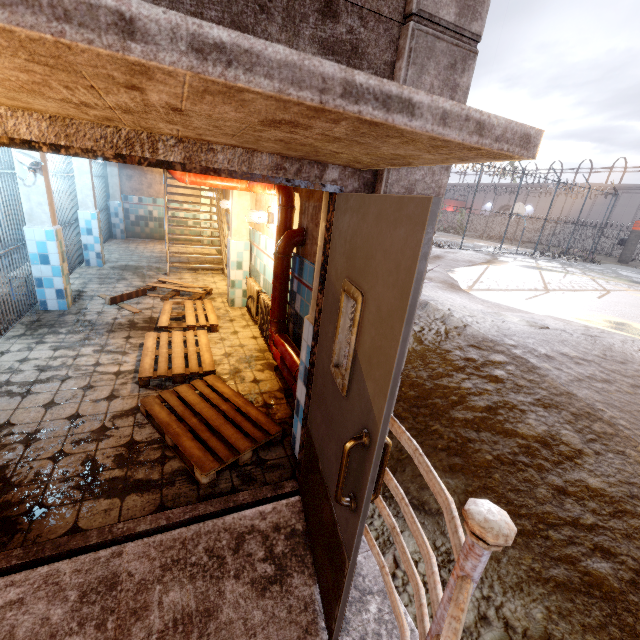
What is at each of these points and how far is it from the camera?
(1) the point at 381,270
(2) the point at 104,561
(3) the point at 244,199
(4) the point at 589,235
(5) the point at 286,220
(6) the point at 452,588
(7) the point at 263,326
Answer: (1) door, 1.19m
(2) stair, 1.90m
(3) column, 5.64m
(4) fence, 37.34m
(5) pipe, 3.67m
(6) railing, 0.99m
(7) radiator, 4.88m

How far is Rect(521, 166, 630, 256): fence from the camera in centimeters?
2578cm

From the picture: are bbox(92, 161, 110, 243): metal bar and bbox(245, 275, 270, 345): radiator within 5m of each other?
yes

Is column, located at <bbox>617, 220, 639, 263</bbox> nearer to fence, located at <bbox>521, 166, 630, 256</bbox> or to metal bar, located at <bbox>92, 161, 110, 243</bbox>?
fence, located at <bbox>521, 166, 630, 256</bbox>

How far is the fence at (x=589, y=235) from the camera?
25.8m

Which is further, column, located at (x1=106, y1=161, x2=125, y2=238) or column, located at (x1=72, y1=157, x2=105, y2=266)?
column, located at (x1=106, y1=161, x2=125, y2=238)

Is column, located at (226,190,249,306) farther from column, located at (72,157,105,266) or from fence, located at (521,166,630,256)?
fence, located at (521,166,630,256)

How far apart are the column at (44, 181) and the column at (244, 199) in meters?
2.5
